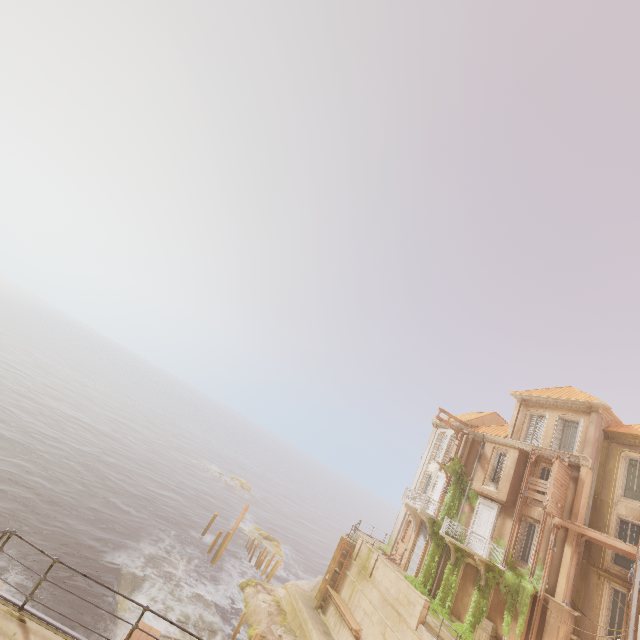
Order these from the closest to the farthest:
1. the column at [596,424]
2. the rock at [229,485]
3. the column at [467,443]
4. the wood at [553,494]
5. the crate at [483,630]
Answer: the wood at [553,494] → the crate at [483,630] → the column at [596,424] → the column at [467,443] → the rock at [229,485]

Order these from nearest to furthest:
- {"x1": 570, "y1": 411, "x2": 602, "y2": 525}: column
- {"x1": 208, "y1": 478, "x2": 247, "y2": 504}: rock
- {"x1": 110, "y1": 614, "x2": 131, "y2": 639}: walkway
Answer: {"x1": 110, "y1": 614, "x2": 131, "y2": 639}: walkway < {"x1": 570, "y1": 411, "x2": 602, "y2": 525}: column < {"x1": 208, "y1": 478, "x2": 247, "y2": 504}: rock

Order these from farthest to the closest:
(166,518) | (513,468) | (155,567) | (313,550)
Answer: (313,550) → (166,518) → (155,567) → (513,468)

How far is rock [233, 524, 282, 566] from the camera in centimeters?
3791cm

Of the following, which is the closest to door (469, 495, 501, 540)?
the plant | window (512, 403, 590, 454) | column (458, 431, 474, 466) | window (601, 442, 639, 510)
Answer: the plant

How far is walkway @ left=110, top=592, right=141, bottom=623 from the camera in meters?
17.6 m

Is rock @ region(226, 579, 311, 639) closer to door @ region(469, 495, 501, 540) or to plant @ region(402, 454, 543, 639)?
plant @ region(402, 454, 543, 639)

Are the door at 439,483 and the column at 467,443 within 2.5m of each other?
yes
